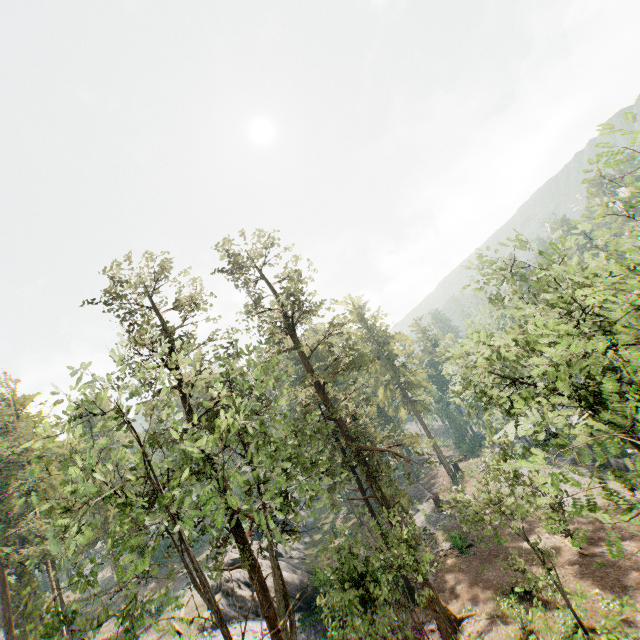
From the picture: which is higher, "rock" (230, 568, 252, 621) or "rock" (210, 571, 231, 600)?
"rock" (210, 571, 231, 600)

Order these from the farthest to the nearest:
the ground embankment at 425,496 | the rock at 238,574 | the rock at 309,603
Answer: the ground embankment at 425,496, the rock at 238,574, the rock at 309,603

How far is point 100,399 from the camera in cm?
1081

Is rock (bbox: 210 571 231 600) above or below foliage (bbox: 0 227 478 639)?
below

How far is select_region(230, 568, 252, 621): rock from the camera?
27.8 meters

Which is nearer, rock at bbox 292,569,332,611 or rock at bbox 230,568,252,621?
rock at bbox 292,569,332,611

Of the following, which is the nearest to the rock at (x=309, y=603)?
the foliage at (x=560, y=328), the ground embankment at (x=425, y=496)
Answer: the foliage at (x=560, y=328)

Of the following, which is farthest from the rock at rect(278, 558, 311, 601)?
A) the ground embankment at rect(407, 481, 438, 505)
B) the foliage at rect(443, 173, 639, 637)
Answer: the ground embankment at rect(407, 481, 438, 505)
